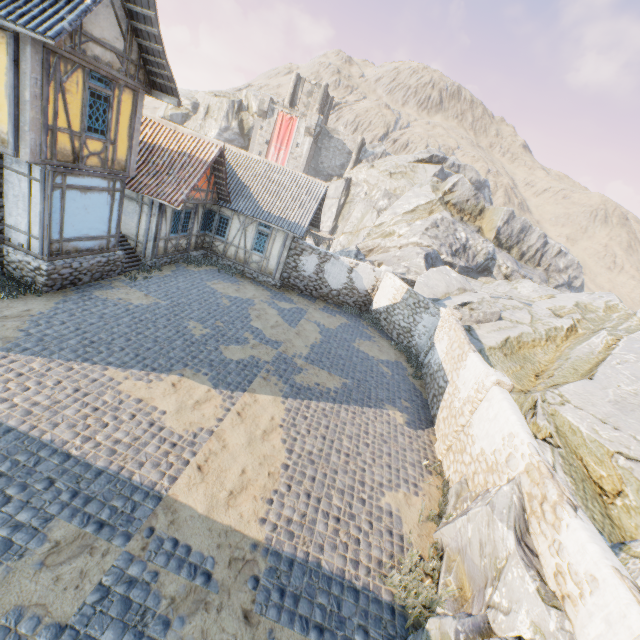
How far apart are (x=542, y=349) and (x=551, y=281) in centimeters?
2439cm

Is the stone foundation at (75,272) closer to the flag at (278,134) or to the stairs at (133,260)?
the stairs at (133,260)

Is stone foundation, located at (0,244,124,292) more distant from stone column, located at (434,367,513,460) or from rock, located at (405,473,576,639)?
stone column, located at (434,367,513,460)

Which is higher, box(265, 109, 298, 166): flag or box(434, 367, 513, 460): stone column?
box(265, 109, 298, 166): flag

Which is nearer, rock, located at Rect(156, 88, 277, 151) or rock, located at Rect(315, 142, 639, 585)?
rock, located at Rect(315, 142, 639, 585)

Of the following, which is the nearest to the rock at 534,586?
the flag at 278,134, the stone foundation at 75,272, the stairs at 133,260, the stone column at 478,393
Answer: the stone column at 478,393

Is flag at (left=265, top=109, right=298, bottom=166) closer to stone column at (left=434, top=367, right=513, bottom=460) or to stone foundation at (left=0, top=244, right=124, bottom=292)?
stone foundation at (left=0, top=244, right=124, bottom=292)

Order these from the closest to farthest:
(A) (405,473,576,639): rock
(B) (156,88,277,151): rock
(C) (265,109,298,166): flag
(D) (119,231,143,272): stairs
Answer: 1. (A) (405,473,576,639): rock
2. (D) (119,231,143,272): stairs
3. (C) (265,109,298,166): flag
4. (B) (156,88,277,151): rock
